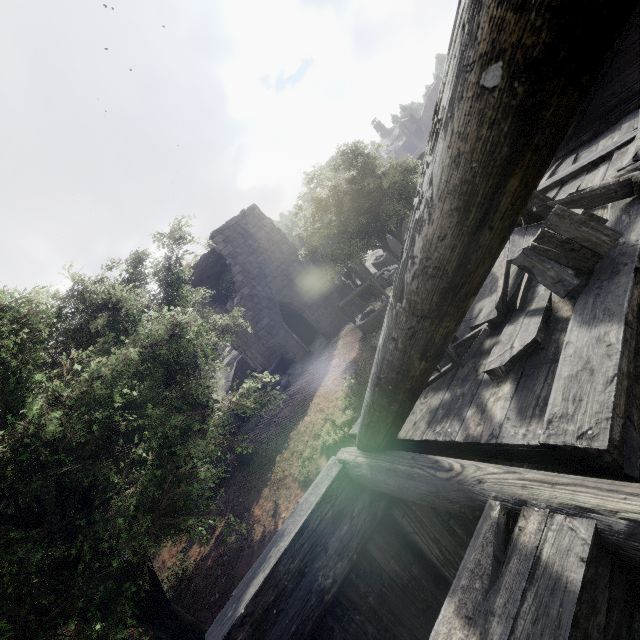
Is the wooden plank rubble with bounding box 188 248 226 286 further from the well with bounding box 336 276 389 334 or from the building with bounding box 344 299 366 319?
the well with bounding box 336 276 389 334

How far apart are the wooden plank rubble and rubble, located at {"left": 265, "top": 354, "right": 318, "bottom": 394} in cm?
756

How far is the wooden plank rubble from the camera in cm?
1900

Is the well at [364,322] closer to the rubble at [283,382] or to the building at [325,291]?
the building at [325,291]

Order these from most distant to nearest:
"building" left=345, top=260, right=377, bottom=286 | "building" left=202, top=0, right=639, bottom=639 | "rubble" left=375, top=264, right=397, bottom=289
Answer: "rubble" left=375, top=264, right=397, bottom=289 → "building" left=345, top=260, right=377, bottom=286 → "building" left=202, top=0, right=639, bottom=639

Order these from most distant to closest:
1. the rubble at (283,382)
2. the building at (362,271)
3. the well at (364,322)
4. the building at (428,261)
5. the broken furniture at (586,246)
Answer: the building at (362,271) < the rubble at (283,382) < the well at (364,322) < the broken furniture at (586,246) < the building at (428,261)

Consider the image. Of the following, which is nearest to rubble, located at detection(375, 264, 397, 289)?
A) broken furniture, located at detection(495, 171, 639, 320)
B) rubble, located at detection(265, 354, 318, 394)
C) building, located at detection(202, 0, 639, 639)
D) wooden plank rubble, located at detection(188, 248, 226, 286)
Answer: building, located at detection(202, 0, 639, 639)

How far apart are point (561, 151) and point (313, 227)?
11.17m
